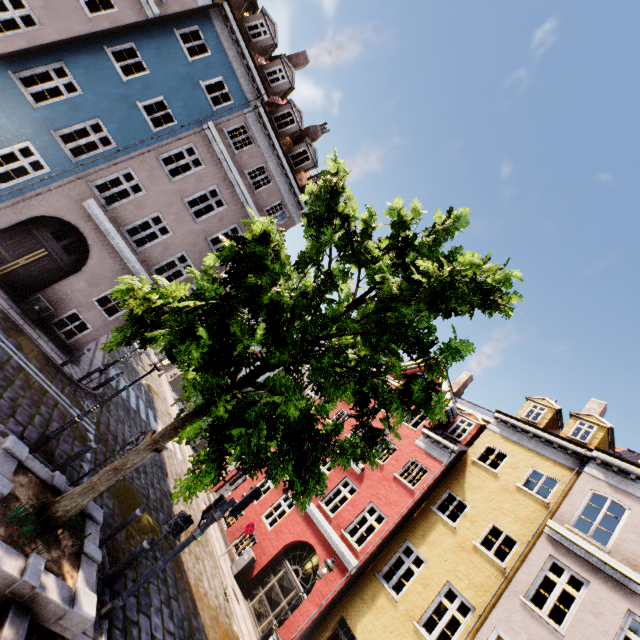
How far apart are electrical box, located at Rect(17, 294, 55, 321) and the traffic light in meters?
11.2

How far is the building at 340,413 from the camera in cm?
1883

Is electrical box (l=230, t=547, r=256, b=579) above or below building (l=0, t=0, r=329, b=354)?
below

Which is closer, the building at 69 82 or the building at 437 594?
the building at 437 594

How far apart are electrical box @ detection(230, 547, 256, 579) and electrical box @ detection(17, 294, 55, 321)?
13.32m

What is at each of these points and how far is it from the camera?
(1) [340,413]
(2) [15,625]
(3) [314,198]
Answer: (1) building, 24.0 meters
(2) stairs, 4.0 meters
(3) tree, 7.7 meters

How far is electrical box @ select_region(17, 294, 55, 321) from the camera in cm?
1241

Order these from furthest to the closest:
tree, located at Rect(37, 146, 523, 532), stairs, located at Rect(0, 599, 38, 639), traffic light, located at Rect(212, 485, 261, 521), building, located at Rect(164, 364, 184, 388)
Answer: building, located at Rect(164, 364, 184, 388), traffic light, located at Rect(212, 485, 261, 521), tree, located at Rect(37, 146, 523, 532), stairs, located at Rect(0, 599, 38, 639)
